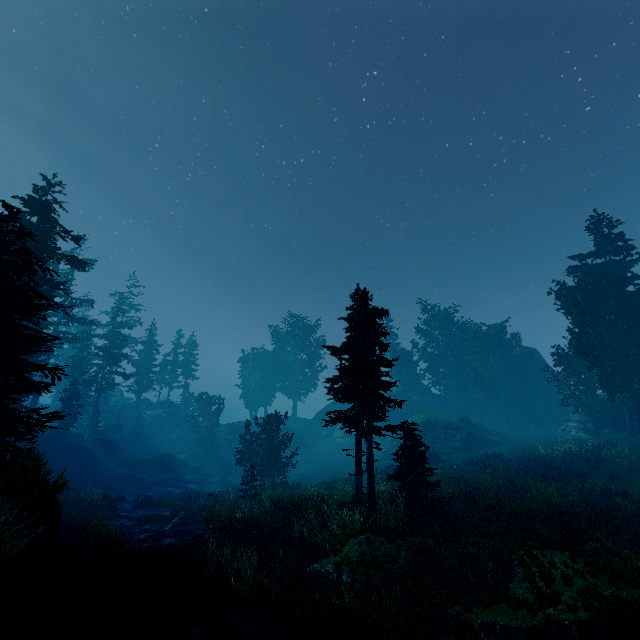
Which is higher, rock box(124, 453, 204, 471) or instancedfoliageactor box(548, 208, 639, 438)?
instancedfoliageactor box(548, 208, 639, 438)

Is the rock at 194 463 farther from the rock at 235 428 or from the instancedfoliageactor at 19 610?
the rock at 235 428

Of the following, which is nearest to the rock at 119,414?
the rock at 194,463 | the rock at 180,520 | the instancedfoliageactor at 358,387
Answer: the instancedfoliageactor at 358,387

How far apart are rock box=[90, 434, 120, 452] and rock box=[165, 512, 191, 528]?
30.0 meters

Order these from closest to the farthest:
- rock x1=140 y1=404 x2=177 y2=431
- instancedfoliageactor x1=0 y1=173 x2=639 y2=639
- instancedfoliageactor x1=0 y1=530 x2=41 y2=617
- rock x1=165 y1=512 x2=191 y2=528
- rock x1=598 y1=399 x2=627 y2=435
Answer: instancedfoliageactor x1=0 y1=530 x2=41 y2=617, instancedfoliageactor x1=0 y1=173 x2=639 y2=639, rock x1=165 y1=512 x2=191 y2=528, rock x1=598 y1=399 x2=627 y2=435, rock x1=140 y1=404 x2=177 y2=431

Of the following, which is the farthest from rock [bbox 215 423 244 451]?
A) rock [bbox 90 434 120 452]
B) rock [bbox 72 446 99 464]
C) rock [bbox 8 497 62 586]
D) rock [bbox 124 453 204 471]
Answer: rock [bbox 8 497 62 586]

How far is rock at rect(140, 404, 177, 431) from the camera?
54.7 meters

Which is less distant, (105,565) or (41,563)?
(41,563)
